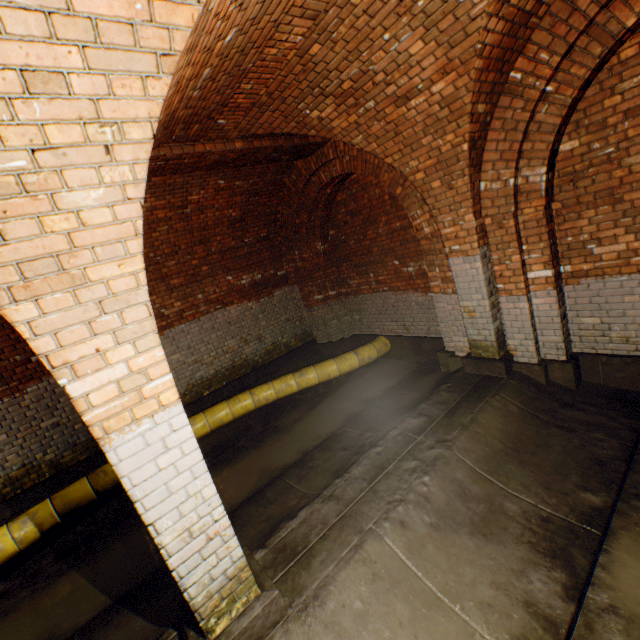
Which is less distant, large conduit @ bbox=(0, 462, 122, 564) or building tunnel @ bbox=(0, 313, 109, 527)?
large conduit @ bbox=(0, 462, 122, 564)

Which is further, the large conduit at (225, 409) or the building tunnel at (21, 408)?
the large conduit at (225, 409)

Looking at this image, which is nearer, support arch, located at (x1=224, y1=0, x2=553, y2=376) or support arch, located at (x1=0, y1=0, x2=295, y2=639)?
support arch, located at (x1=0, y1=0, x2=295, y2=639)

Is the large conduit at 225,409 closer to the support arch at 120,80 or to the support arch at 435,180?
the support arch at 435,180

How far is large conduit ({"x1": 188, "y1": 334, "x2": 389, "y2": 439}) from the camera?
6.08m

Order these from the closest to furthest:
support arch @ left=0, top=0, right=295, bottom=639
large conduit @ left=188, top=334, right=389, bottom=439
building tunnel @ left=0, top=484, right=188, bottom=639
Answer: support arch @ left=0, top=0, right=295, bottom=639 < building tunnel @ left=0, top=484, right=188, bottom=639 < large conduit @ left=188, top=334, right=389, bottom=439

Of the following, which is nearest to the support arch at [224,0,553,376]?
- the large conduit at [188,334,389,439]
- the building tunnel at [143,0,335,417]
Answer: the building tunnel at [143,0,335,417]

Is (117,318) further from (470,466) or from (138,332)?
(470,466)
